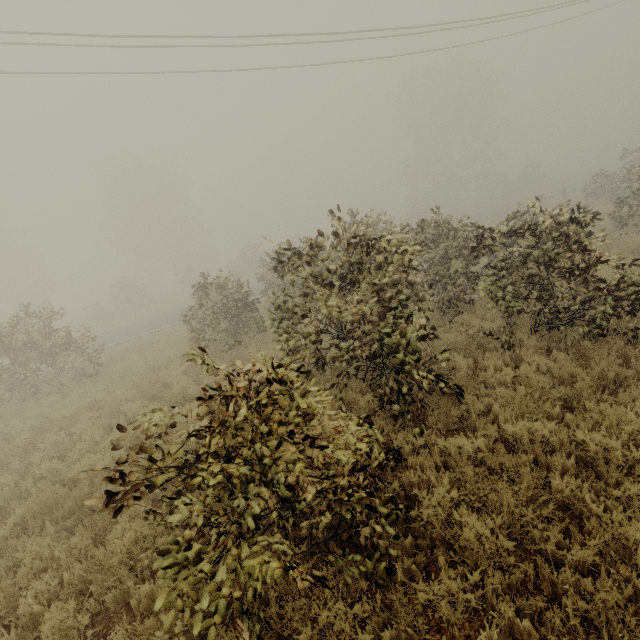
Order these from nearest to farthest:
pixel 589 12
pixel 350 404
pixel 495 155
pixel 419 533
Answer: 1. pixel 419 533
2. pixel 350 404
3. pixel 589 12
4. pixel 495 155
